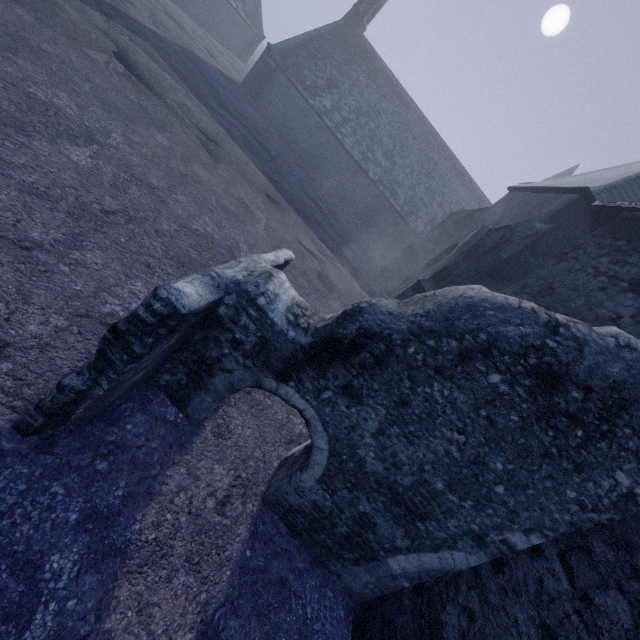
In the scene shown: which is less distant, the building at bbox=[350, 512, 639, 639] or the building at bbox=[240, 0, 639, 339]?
the building at bbox=[350, 512, 639, 639]

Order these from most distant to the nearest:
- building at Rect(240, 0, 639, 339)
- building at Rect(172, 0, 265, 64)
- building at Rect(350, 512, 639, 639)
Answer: building at Rect(172, 0, 265, 64) → building at Rect(240, 0, 639, 339) → building at Rect(350, 512, 639, 639)

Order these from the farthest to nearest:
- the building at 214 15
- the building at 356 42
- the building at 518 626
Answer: the building at 214 15 < the building at 356 42 < the building at 518 626

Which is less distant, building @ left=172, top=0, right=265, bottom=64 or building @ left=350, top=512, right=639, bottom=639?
building @ left=350, top=512, right=639, bottom=639

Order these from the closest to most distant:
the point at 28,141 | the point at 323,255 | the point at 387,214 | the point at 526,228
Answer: the point at 28,141, the point at 526,228, the point at 323,255, the point at 387,214

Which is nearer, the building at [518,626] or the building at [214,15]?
the building at [518,626]
